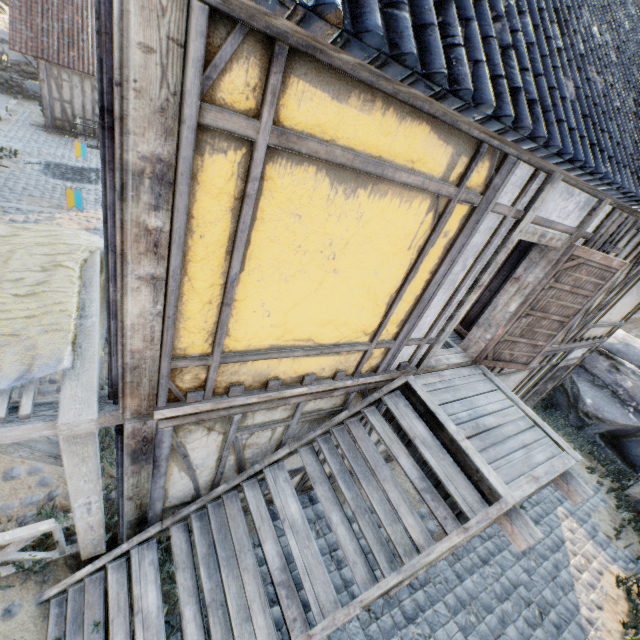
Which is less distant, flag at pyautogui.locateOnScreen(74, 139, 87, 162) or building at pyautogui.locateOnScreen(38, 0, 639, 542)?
building at pyautogui.locateOnScreen(38, 0, 639, 542)

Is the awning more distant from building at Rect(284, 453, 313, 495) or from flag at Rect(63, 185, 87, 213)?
flag at Rect(63, 185, 87, 213)

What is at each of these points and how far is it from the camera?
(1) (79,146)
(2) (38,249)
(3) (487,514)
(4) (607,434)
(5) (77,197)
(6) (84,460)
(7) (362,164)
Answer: (1) flag, 8.5m
(2) fabric, 3.9m
(3) stairs, 3.2m
(4) rock, 9.9m
(5) flag, 6.4m
(6) awning, 3.0m
(7) building, 2.2m

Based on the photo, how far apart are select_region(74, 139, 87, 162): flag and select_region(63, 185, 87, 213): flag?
3.31m

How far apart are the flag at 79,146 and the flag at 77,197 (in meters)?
3.31

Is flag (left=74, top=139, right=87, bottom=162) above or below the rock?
above

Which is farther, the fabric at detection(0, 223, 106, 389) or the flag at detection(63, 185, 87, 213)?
the flag at detection(63, 185, 87, 213)

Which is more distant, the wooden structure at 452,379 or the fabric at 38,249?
the wooden structure at 452,379
